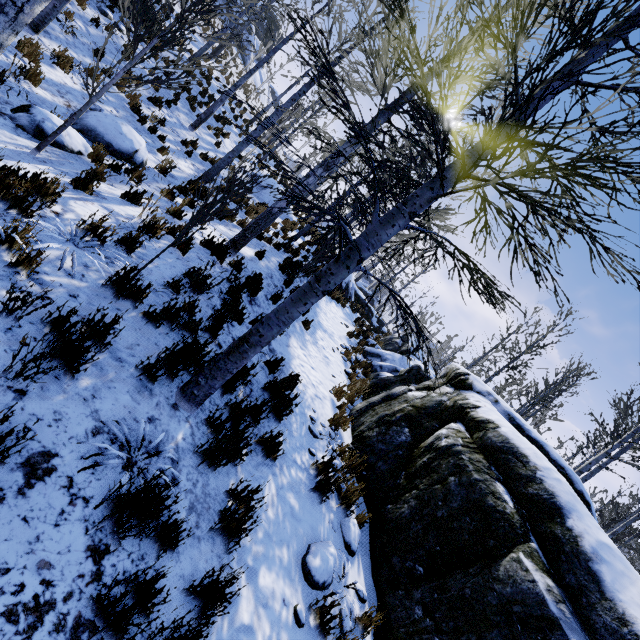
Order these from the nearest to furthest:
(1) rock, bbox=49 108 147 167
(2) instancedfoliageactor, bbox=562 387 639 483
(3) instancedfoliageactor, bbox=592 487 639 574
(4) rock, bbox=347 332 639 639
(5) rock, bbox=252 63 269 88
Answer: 1. (4) rock, bbox=347 332 639 639
2. (1) rock, bbox=49 108 147 167
3. (2) instancedfoliageactor, bbox=562 387 639 483
4. (3) instancedfoliageactor, bbox=592 487 639 574
5. (5) rock, bbox=252 63 269 88

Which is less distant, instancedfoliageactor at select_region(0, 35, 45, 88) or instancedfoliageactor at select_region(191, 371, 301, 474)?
instancedfoliageactor at select_region(191, 371, 301, 474)

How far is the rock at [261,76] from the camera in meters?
38.2 m

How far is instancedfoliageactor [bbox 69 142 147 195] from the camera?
4.93m

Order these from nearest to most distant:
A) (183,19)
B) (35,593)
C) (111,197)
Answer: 1. (35,593)
2. (183,19)
3. (111,197)

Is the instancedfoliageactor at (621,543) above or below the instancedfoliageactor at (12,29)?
above

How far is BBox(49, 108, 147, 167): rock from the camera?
5.9 meters

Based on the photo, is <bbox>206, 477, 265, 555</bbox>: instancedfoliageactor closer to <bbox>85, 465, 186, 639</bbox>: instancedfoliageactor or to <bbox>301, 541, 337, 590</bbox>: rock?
<bbox>301, 541, 337, 590</bbox>: rock
